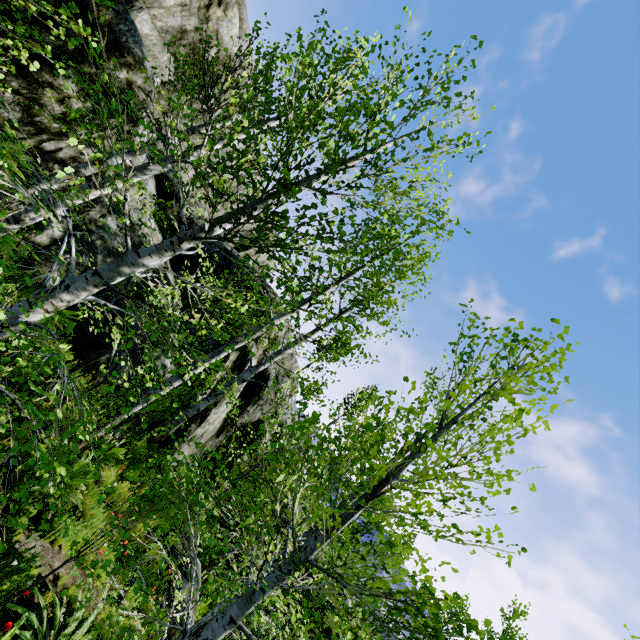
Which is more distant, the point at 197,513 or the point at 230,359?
the point at 230,359

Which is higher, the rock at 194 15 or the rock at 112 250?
the rock at 194 15

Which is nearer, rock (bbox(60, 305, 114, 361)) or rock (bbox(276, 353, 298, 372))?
rock (bbox(60, 305, 114, 361))

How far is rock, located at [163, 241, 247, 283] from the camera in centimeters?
1311cm

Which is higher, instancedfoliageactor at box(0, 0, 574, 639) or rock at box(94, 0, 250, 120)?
rock at box(94, 0, 250, 120)

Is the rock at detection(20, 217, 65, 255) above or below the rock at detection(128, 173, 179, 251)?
below
